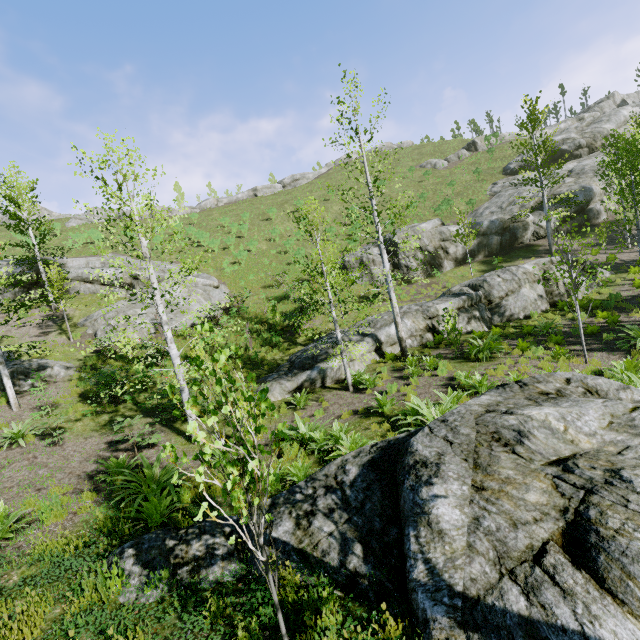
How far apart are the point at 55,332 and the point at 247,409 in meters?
17.0 m

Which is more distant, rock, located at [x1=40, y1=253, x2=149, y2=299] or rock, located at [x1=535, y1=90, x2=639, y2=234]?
rock, located at [x1=535, y1=90, x2=639, y2=234]

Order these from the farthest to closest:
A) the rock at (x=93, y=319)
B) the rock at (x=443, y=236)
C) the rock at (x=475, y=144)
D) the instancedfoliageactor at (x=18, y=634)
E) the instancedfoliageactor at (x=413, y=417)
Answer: the rock at (x=475, y=144)
the rock at (x=443, y=236)
the rock at (x=93, y=319)
the instancedfoliageactor at (x=413, y=417)
the instancedfoliageactor at (x=18, y=634)

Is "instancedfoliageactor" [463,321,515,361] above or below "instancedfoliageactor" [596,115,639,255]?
below

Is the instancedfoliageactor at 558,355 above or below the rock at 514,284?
below

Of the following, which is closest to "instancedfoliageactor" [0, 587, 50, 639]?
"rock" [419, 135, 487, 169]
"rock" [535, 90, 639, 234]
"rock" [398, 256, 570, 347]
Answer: "rock" [398, 256, 570, 347]

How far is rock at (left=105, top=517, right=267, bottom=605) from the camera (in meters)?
4.16

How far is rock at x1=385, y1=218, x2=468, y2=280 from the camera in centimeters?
2492cm
